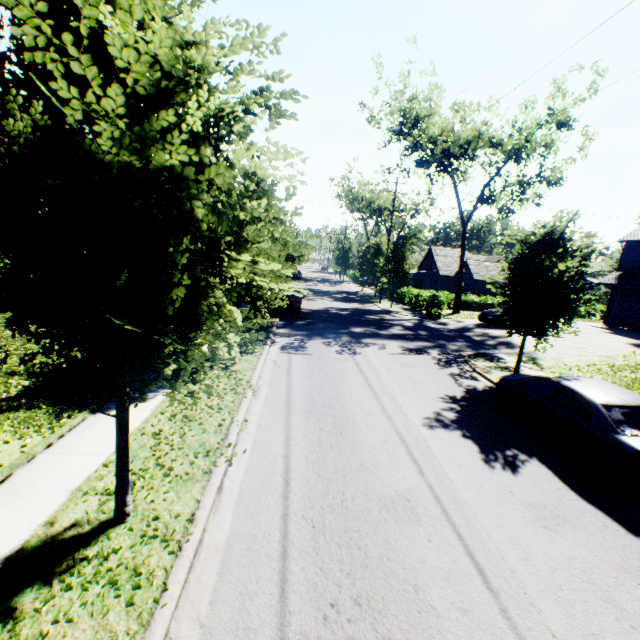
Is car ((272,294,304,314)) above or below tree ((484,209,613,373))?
below

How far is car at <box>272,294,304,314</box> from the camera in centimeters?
2127cm

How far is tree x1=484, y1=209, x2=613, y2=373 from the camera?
10.56m

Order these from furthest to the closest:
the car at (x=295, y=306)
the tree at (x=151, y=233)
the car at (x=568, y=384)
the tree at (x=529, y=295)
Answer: the car at (x=295, y=306) → the tree at (x=529, y=295) → the car at (x=568, y=384) → the tree at (x=151, y=233)

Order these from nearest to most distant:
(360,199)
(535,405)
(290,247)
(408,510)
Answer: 1. (290,247)
2. (408,510)
3. (535,405)
4. (360,199)

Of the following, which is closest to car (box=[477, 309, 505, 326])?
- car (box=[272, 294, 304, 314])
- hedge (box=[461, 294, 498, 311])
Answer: hedge (box=[461, 294, 498, 311])

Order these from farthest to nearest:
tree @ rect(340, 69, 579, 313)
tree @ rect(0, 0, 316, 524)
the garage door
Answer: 1. tree @ rect(340, 69, 579, 313)
2. the garage door
3. tree @ rect(0, 0, 316, 524)

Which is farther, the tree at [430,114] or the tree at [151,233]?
the tree at [430,114]
